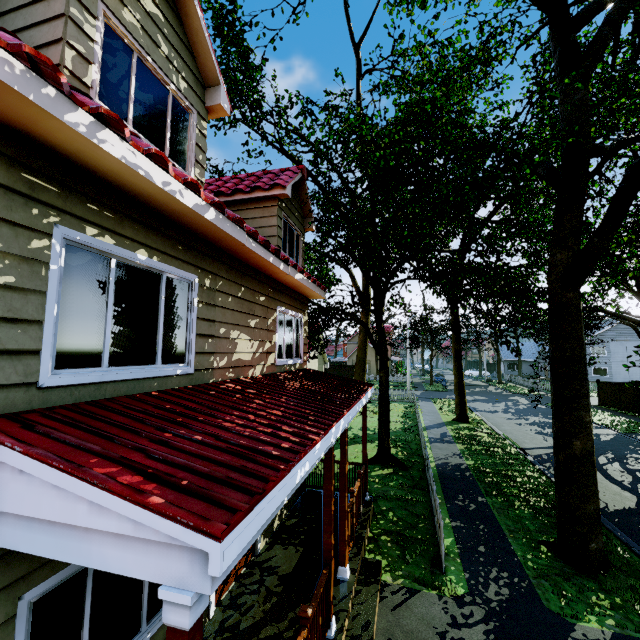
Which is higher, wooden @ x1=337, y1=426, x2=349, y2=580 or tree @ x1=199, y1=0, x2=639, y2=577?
tree @ x1=199, y1=0, x2=639, y2=577

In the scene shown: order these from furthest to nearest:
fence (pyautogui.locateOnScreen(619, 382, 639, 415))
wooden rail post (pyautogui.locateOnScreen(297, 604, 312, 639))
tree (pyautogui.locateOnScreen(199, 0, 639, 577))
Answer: fence (pyautogui.locateOnScreen(619, 382, 639, 415)) → tree (pyautogui.locateOnScreen(199, 0, 639, 577)) → wooden rail post (pyautogui.locateOnScreen(297, 604, 312, 639))

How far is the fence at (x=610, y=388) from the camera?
26.7m

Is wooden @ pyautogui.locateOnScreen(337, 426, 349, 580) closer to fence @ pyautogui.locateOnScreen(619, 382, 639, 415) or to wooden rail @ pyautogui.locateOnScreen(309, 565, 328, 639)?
wooden rail @ pyautogui.locateOnScreen(309, 565, 328, 639)

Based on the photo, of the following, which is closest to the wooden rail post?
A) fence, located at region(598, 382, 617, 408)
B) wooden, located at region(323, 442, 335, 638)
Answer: wooden, located at region(323, 442, 335, 638)

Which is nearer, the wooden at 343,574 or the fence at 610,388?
the wooden at 343,574

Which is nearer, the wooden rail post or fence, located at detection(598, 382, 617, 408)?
the wooden rail post

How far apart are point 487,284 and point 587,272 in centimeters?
1407cm
